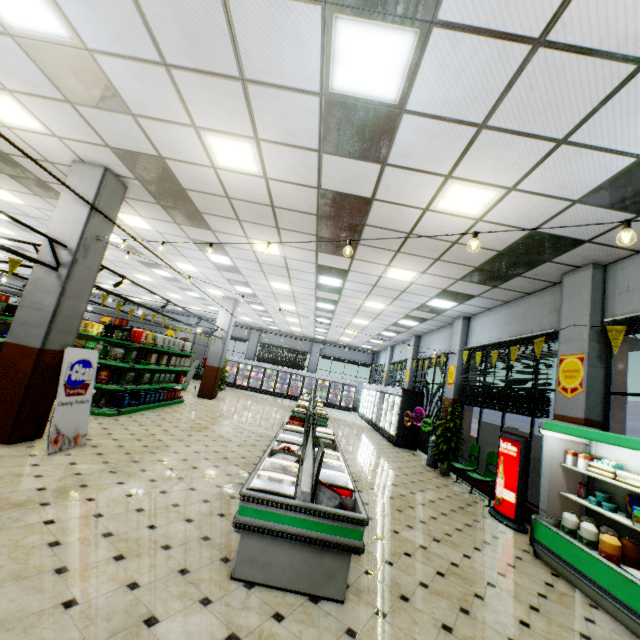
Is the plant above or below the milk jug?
below

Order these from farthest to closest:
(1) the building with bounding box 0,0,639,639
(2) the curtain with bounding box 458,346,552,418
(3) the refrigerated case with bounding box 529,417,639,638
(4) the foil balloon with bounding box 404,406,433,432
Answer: (4) the foil balloon with bounding box 404,406,433,432 < (2) the curtain with bounding box 458,346,552,418 < (3) the refrigerated case with bounding box 529,417,639,638 < (1) the building with bounding box 0,0,639,639

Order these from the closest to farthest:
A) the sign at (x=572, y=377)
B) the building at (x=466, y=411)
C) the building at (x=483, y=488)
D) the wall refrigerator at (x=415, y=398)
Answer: the sign at (x=572, y=377)
the building at (x=483, y=488)
the building at (x=466, y=411)
the wall refrigerator at (x=415, y=398)

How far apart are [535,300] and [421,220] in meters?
4.1

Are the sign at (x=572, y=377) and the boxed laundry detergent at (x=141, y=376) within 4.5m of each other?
no

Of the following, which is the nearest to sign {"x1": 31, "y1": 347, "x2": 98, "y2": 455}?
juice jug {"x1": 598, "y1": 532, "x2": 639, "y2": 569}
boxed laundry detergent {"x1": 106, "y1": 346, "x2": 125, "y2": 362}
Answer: boxed laundry detergent {"x1": 106, "y1": 346, "x2": 125, "y2": 362}

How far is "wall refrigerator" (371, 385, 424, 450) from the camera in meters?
12.6

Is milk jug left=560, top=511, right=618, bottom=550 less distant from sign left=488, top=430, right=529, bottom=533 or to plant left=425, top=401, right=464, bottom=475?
sign left=488, top=430, right=529, bottom=533
